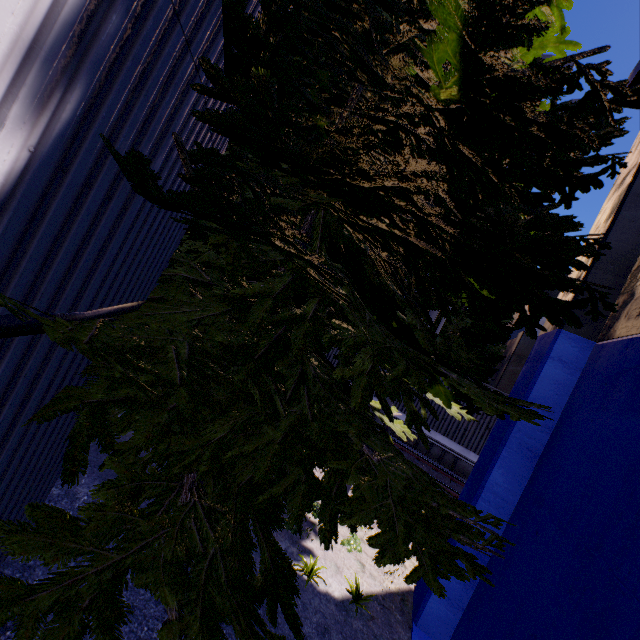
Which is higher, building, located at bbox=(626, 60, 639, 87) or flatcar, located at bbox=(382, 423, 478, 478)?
building, located at bbox=(626, 60, 639, 87)

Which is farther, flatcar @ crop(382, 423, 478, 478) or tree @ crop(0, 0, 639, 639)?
flatcar @ crop(382, 423, 478, 478)

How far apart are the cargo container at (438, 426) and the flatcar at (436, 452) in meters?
0.0

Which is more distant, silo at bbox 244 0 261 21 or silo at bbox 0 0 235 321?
silo at bbox 244 0 261 21

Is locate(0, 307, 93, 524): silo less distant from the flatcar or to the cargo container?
the flatcar

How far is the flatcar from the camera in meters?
11.2 m

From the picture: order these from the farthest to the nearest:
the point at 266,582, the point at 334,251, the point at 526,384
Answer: the point at 334,251 < the point at 526,384 < the point at 266,582

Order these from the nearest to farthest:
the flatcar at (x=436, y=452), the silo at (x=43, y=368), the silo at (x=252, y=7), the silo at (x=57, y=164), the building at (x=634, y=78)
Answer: the silo at (x=57, y=164), the silo at (x=43, y=368), the silo at (x=252, y=7), the building at (x=634, y=78), the flatcar at (x=436, y=452)
